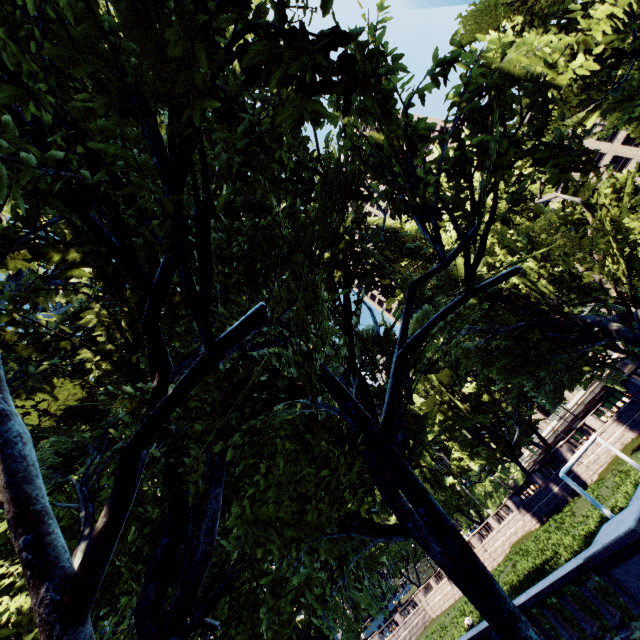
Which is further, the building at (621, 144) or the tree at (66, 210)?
the building at (621, 144)

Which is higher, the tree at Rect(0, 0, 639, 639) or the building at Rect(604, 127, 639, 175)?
the building at Rect(604, 127, 639, 175)

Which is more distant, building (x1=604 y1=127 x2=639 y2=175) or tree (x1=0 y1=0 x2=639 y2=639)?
building (x1=604 y1=127 x2=639 y2=175)

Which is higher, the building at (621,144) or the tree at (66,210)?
the building at (621,144)

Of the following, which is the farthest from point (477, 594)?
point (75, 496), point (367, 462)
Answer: point (75, 496)
